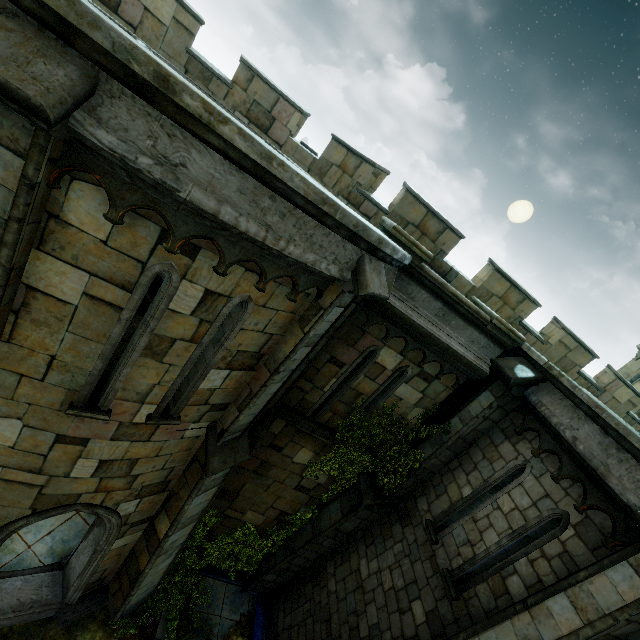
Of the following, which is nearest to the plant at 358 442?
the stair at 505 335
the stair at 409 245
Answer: the stair at 505 335

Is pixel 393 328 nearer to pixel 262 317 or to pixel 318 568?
pixel 262 317

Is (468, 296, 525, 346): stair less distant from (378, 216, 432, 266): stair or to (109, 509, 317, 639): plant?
(378, 216, 432, 266): stair

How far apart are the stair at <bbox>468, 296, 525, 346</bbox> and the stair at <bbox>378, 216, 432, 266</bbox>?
2.0m

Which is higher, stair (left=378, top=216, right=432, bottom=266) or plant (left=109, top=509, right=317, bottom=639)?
stair (left=378, top=216, right=432, bottom=266)

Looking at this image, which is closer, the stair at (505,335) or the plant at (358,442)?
the stair at (505,335)

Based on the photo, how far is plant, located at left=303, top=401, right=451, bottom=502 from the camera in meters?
7.7 m

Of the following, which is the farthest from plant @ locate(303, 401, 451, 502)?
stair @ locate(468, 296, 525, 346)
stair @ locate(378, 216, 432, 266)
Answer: stair @ locate(378, 216, 432, 266)
